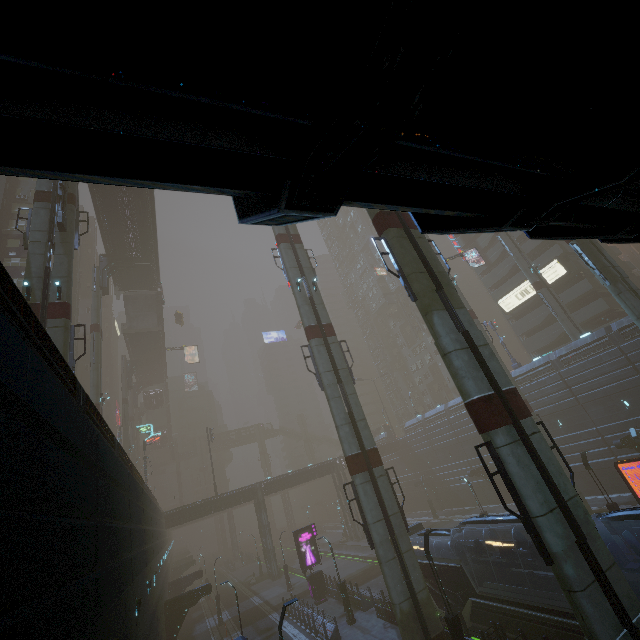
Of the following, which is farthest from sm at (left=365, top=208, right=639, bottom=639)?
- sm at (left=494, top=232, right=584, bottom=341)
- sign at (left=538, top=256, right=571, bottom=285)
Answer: sm at (left=494, top=232, right=584, bottom=341)

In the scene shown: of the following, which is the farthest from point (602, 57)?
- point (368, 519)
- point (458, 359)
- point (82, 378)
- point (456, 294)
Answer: point (82, 378)

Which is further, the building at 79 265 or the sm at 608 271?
the building at 79 265

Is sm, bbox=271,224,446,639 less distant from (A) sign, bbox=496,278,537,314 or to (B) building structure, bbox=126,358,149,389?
(A) sign, bbox=496,278,537,314

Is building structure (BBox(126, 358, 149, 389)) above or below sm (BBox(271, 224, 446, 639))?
above

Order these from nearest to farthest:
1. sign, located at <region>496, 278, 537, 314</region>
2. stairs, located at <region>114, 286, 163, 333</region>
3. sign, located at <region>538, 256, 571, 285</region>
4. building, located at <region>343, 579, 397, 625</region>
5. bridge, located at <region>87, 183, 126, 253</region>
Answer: building, located at <region>343, 579, 397, 625</region> → bridge, located at <region>87, 183, 126, 253</region> → sign, located at <region>538, 256, 571, 285</region> → sign, located at <region>496, 278, 537, 314</region> → stairs, located at <region>114, 286, 163, 333</region>

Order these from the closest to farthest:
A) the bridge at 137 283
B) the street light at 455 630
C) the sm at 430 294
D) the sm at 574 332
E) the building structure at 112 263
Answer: the sm at 430 294 < the street light at 455 630 < the bridge at 137 283 < the sm at 574 332 < the building structure at 112 263

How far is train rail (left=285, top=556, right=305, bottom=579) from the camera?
44.09m
